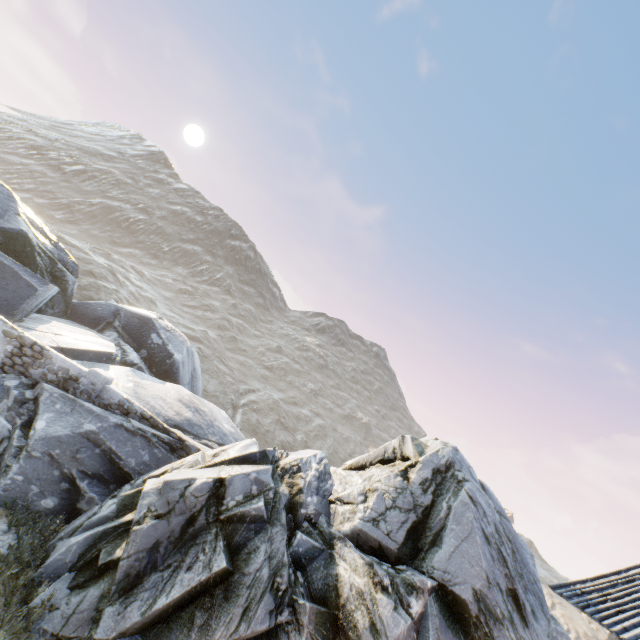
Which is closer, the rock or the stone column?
the rock

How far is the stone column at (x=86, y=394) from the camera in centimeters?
1035cm

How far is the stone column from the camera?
10.35m

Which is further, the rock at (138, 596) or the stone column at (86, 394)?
the stone column at (86, 394)

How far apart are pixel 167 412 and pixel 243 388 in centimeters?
2903cm
